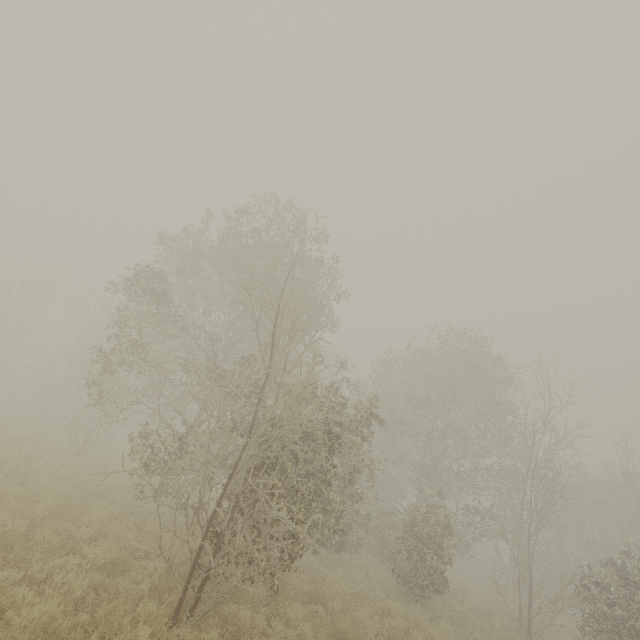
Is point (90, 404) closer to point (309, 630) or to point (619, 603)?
point (309, 630)
